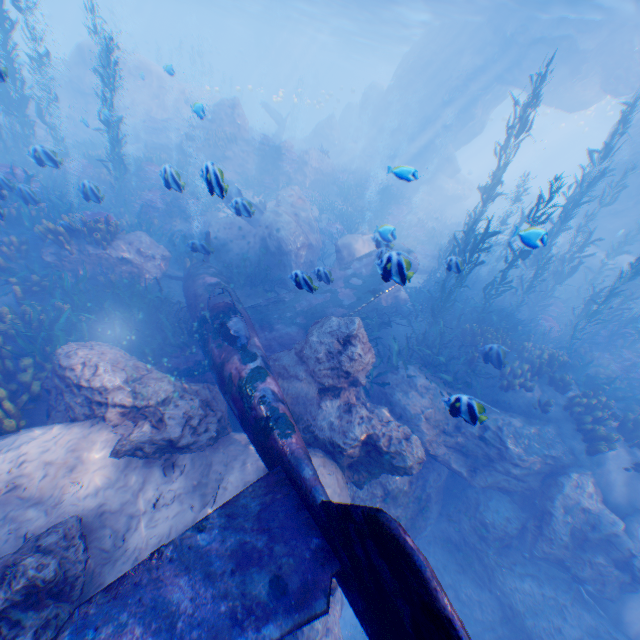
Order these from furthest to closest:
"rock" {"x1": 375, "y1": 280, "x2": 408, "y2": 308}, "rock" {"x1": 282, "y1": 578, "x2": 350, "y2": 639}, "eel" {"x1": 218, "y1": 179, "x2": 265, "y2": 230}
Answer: "rock" {"x1": 375, "y1": 280, "x2": 408, "y2": 308} → "eel" {"x1": 218, "y1": 179, "x2": 265, "y2": 230} → "rock" {"x1": 282, "y1": 578, "x2": 350, "y2": 639}

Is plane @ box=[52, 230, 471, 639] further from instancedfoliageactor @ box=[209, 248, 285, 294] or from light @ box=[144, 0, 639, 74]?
light @ box=[144, 0, 639, 74]

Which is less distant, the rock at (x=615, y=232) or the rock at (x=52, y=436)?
the rock at (x=52, y=436)

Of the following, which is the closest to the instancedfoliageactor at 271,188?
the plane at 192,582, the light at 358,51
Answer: the plane at 192,582

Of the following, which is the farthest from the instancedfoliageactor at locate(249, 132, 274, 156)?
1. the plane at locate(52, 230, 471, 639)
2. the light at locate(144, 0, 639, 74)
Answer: the light at locate(144, 0, 639, 74)

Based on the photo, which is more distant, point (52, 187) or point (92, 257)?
point (52, 187)

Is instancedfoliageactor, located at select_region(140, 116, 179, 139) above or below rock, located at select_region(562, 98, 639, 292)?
below

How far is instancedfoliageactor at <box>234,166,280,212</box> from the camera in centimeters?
→ 1655cm
